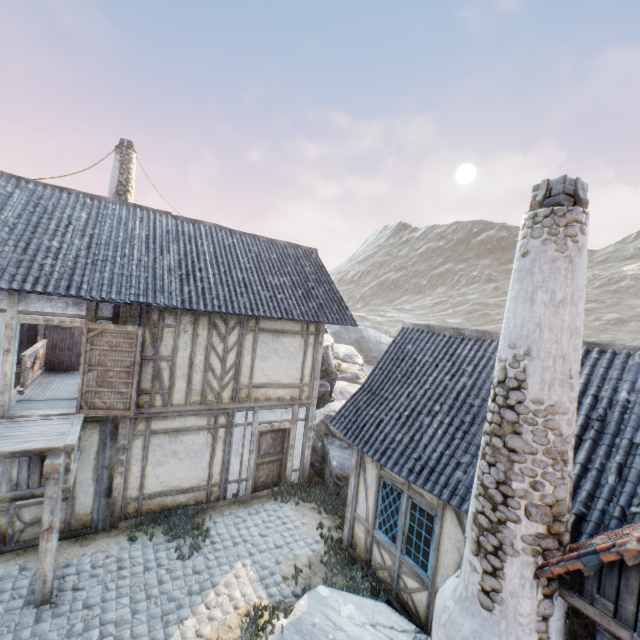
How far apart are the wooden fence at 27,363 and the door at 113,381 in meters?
2.8

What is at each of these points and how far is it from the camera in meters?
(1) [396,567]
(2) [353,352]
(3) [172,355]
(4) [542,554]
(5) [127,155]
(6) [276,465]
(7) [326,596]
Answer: (1) building, 6.9
(2) rock, 30.8
(3) building, 8.7
(4) chimney, 3.8
(5) chimney, 12.9
(6) door, 10.7
(7) rock, 6.6

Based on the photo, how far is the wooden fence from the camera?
8.77m

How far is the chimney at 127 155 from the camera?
12.8 meters

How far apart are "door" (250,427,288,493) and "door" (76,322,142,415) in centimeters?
359cm

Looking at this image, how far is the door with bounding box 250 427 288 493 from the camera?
10.2 meters

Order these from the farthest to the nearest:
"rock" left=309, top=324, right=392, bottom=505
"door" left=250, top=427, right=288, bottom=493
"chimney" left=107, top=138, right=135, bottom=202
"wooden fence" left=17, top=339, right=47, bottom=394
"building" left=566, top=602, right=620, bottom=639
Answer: "chimney" left=107, top=138, right=135, bottom=202, "rock" left=309, top=324, right=392, bottom=505, "door" left=250, top=427, right=288, bottom=493, "wooden fence" left=17, top=339, right=47, bottom=394, "building" left=566, top=602, right=620, bottom=639

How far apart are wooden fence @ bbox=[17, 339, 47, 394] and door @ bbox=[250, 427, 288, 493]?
6.50m
